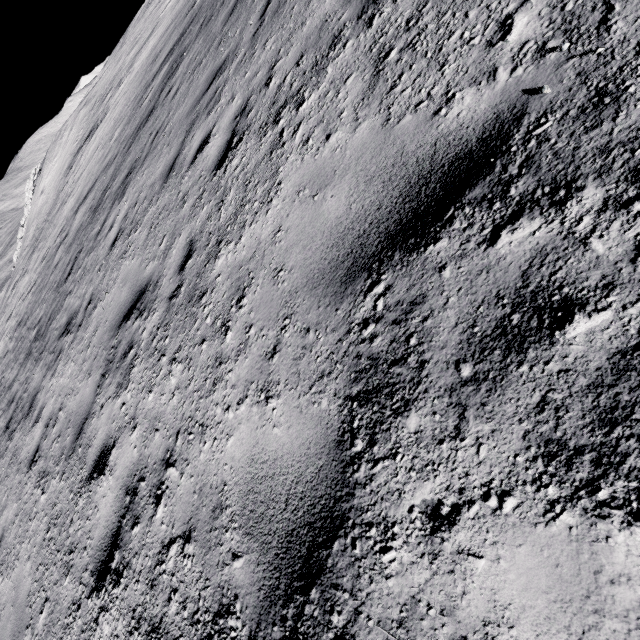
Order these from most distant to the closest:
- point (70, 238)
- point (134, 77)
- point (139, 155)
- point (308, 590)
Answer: point (134, 77)
point (70, 238)
point (139, 155)
point (308, 590)
